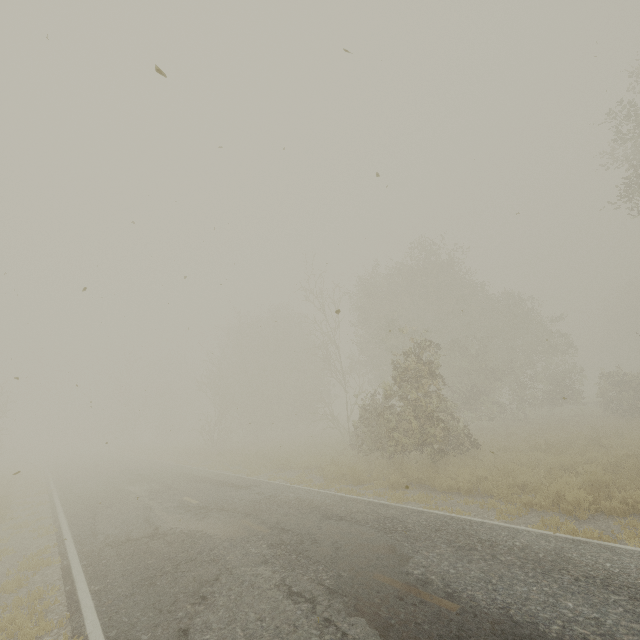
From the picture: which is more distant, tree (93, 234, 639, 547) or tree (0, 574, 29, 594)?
tree (93, 234, 639, 547)

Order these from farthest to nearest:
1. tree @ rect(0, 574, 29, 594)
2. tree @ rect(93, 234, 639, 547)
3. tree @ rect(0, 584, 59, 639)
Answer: tree @ rect(93, 234, 639, 547)
tree @ rect(0, 574, 29, 594)
tree @ rect(0, 584, 59, 639)

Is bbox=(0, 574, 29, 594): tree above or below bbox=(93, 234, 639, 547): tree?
below

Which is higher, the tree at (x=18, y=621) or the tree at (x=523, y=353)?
the tree at (x=523, y=353)

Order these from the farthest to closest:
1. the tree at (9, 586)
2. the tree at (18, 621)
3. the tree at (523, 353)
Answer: the tree at (523, 353)
the tree at (9, 586)
the tree at (18, 621)

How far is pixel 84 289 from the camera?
3.30m
